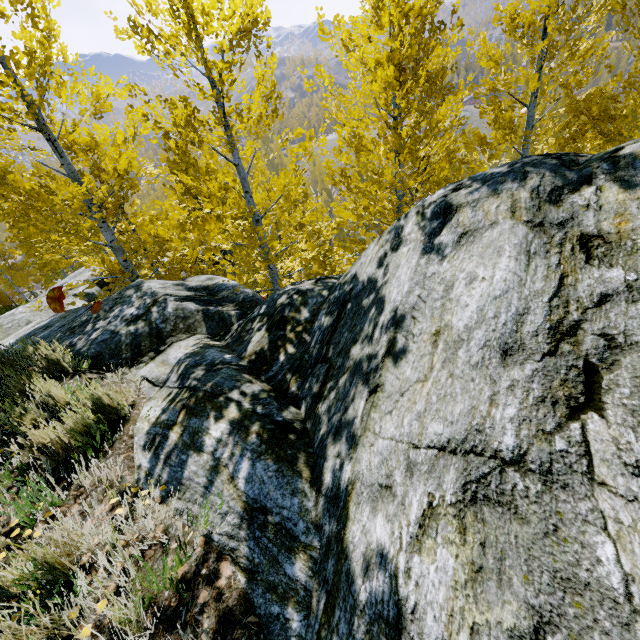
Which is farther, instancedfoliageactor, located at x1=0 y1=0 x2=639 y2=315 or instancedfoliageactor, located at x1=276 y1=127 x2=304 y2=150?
instancedfoliageactor, located at x1=276 y1=127 x2=304 y2=150

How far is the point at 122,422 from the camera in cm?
297

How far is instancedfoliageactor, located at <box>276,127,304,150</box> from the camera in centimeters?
579cm

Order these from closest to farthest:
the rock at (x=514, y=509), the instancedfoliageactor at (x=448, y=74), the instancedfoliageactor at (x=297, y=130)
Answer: the rock at (x=514, y=509) → the instancedfoliageactor at (x=448, y=74) → the instancedfoliageactor at (x=297, y=130)

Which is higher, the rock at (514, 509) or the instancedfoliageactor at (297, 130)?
the instancedfoliageactor at (297, 130)

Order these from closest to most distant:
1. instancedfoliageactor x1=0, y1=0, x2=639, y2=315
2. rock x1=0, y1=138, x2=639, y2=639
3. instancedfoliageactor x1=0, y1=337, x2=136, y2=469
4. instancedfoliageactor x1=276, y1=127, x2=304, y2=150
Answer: rock x1=0, y1=138, x2=639, y2=639, instancedfoliageactor x1=0, y1=337, x2=136, y2=469, instancedfoliageactor x1=0, y1=0, x2=639, y2=315, instancedfoliageactor x1=276, y1=127, x2=304, y2=150
